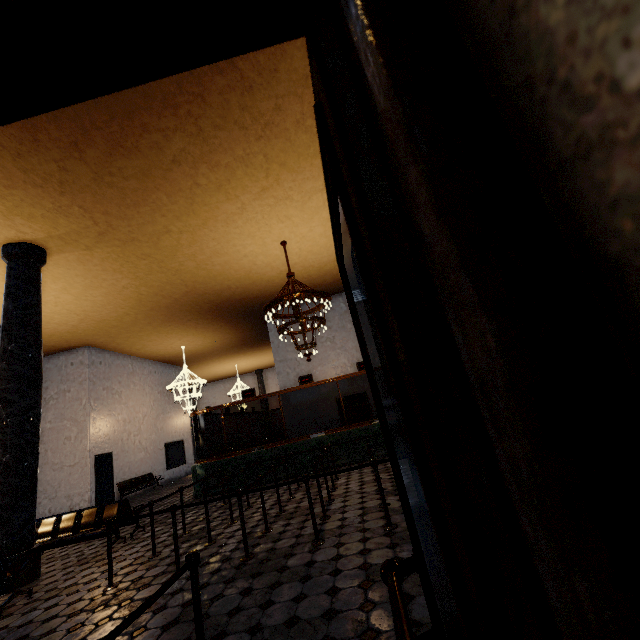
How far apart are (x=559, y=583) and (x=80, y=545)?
10.68m
